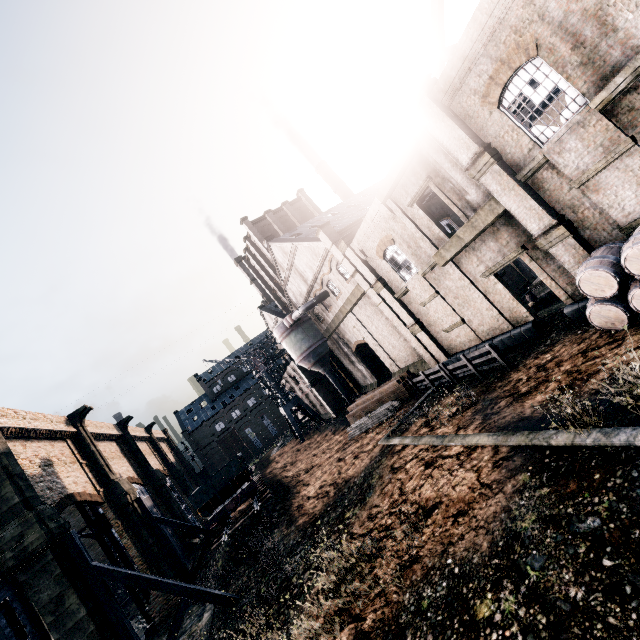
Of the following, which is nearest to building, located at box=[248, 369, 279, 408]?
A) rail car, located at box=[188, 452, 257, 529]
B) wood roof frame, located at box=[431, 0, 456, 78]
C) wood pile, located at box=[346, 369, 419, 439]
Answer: wood roof frame, located at box=[431, 0, 456, 78]

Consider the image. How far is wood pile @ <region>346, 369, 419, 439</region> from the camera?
26.0m

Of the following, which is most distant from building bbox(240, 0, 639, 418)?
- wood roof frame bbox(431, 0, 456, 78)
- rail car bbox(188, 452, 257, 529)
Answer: rail car bbox(188, 452, 257, 529)

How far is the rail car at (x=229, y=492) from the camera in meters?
26.2 m

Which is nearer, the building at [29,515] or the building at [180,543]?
the building at [29,515]

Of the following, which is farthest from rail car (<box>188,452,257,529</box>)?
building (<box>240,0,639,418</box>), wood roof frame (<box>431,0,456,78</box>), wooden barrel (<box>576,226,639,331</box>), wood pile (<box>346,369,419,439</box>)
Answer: wood roof frame (<box>431,0,456,78</box>)

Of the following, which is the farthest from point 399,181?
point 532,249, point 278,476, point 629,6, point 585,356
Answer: point 278,476

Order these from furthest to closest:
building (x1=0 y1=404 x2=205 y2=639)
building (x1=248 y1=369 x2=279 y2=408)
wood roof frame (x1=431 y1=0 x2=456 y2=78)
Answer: building (x1=248 y1=369 x2=279 y2=408), wood roof frame (x1=431 y1=0 x2=456 y2=78), building (x1=0 y1=404 x2=205 y2=639)
